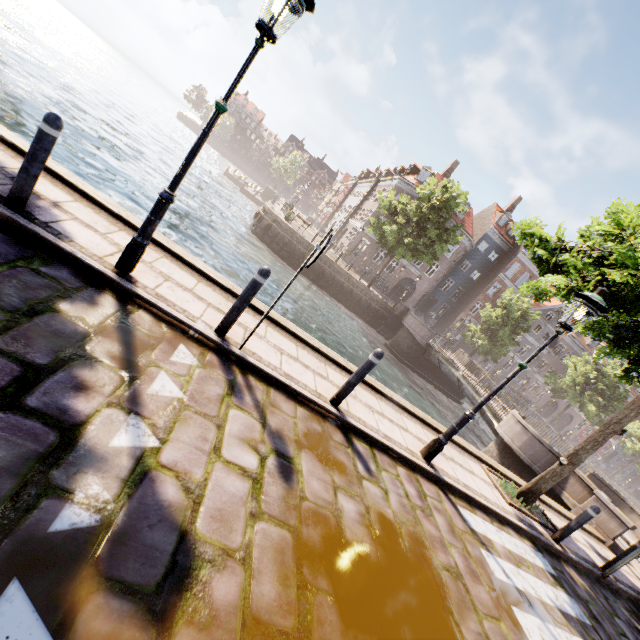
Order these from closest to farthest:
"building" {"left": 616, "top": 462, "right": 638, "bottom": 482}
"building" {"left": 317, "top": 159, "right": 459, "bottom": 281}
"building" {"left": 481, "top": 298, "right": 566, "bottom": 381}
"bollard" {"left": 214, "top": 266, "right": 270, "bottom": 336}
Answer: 1. "bollard" {"left": 214, "top": 266, "right": 270, "bottom": 336}
2. "building" {"left": 317, "top": 159, "right": 459, "bottom": 281}
3. "building" {"left": 481, "top": 298, "right": 566, "bottom": 381}
4. "building" {"left": 616, "top": 462, "right": 638, "bottom": 482}

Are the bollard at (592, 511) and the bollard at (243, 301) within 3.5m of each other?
no

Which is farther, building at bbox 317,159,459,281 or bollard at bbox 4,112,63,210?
building at bbox 317,159,459,281

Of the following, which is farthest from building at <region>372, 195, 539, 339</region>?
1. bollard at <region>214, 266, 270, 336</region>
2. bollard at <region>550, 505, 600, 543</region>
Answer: bollard at <region>214, 266, 270, 336</region>

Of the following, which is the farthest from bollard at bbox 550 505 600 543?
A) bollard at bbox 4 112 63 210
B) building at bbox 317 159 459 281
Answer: building at bbox 317 159 459 281

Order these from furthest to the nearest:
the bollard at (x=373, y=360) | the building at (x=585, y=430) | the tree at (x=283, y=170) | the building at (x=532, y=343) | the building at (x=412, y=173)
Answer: the tree at (x=283, y=170)
the building at (x=585, y=430)
the building at (x=532, y=343)
the building at (x=412, y=173)
the bollard at (x=373, y=360)

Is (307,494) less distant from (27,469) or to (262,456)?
(262,456)

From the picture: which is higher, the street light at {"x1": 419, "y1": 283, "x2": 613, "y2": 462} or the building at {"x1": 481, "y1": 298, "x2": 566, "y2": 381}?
the building at {"x1": 481, "y1": 298, "x2": 566, "y2": 381}
